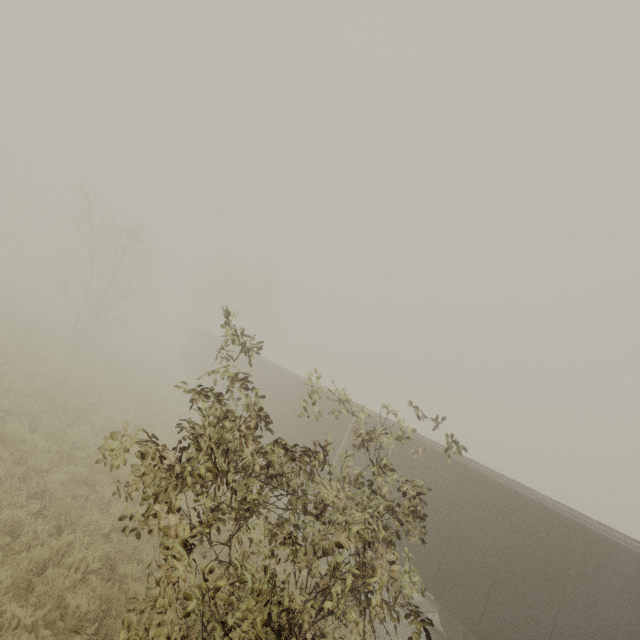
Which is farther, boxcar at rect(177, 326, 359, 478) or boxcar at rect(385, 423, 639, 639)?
boxcar at rect(177, 326, 359, 478)

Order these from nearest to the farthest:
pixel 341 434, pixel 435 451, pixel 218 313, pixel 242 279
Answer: pixel 435 451
pixel 341 434
pixel 242 279
pixel 218 313

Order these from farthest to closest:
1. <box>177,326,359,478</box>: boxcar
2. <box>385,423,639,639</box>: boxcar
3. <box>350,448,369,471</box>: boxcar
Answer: <box>177,326,359,478</box>: boxcar → <box>350,448,369,471</box>: boxcar → <box>385,423,639,639</box>: boxcar

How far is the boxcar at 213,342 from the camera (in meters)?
14.45

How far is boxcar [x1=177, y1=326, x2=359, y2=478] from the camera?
14.4 meters
